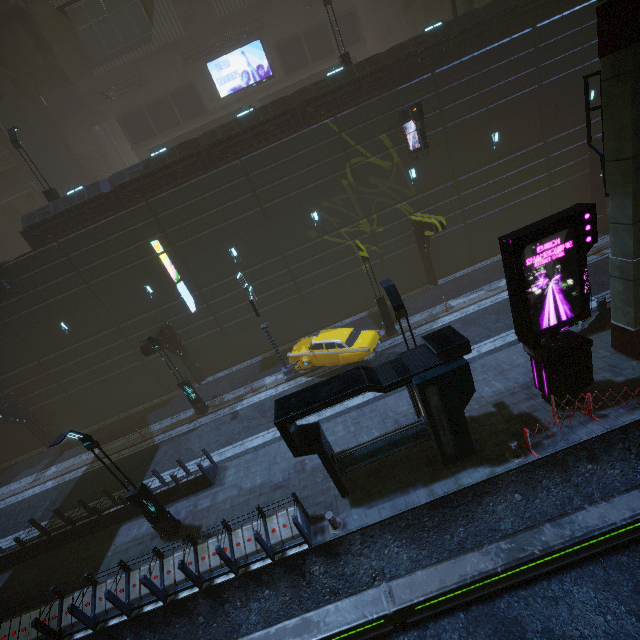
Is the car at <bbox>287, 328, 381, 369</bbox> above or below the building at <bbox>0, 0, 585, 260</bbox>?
below

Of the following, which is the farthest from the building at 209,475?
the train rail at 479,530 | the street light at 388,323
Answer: the street light at 388,323

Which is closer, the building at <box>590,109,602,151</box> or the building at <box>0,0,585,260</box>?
the building at <box>0,0,585,260</box>

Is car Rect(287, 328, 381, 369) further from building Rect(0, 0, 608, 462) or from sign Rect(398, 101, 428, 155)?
sign Rect(398, 101, 428, 155)

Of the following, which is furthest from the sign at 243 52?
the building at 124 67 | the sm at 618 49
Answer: the sm at 618 49

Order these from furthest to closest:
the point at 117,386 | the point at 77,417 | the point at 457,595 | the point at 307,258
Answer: the point at 77,417 < the point at 117,386 < the point at 307,258 < the point at 457,595

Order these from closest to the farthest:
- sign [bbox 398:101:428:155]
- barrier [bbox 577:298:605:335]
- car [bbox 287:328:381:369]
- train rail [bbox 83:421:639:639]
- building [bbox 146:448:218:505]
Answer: train rail [bbox 83:421:639:639]
barrier [bbox 577:298:605:335]
building [bbox 146:448:218:505]
car [bbox 287:328:381:369]
sign [bbox 398:101:428:155]
